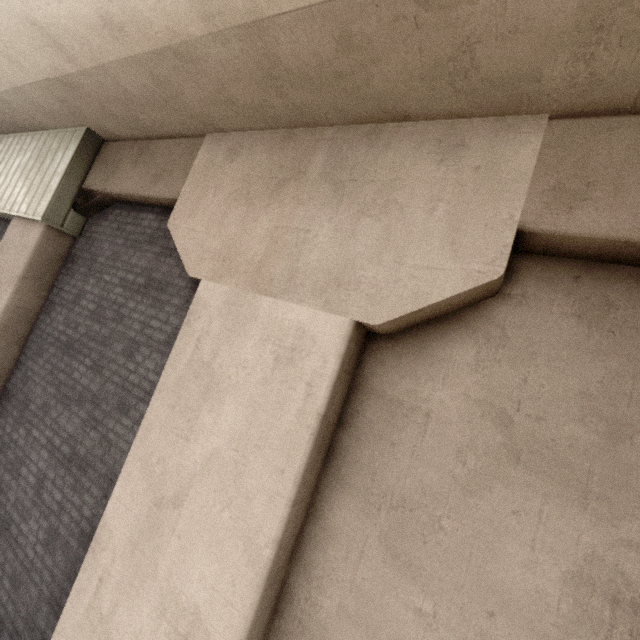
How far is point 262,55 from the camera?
2.9 meters

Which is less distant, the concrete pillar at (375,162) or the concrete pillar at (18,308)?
the concrete pillar at (375,162)

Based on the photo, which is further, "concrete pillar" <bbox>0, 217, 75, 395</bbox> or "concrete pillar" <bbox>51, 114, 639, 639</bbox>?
"concrete pillar" <bbox>0, 217, 75, 395</bbox>
